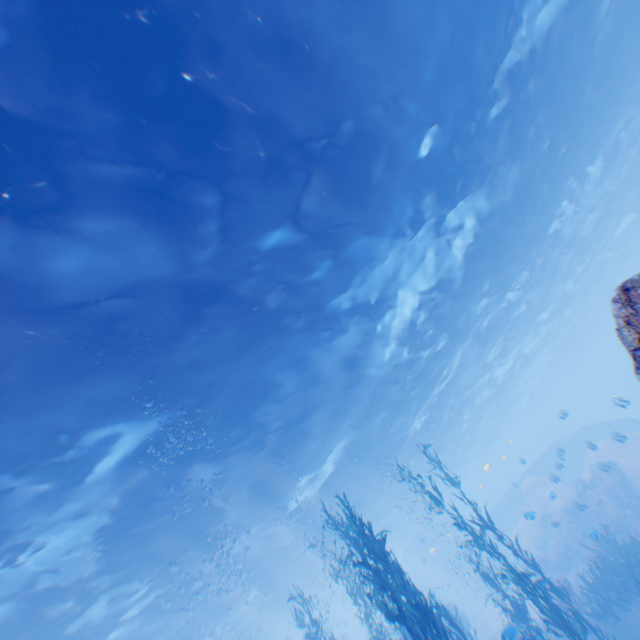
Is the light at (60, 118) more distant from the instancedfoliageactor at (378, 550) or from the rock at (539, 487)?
the instancedfoliageactor at (378, 550)

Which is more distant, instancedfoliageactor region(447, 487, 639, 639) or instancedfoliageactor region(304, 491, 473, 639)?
instancedfoliageactor region(447, 487, 639, 639)

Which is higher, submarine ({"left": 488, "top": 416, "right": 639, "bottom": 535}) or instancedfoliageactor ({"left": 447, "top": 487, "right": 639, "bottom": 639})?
submarine ({"left": 488, "top": 416, "right": 639, "bottom": 535})

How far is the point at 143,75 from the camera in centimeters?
622cm

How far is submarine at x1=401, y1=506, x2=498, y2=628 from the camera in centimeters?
3234cm

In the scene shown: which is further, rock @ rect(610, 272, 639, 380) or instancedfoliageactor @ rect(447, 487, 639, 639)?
instancedfoliageactor @ rect(447, 487, 639, 639)

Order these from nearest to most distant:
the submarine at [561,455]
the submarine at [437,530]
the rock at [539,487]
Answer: the rock at [539,487] < the submarine at [561,455] < the submarine at [437,530]
